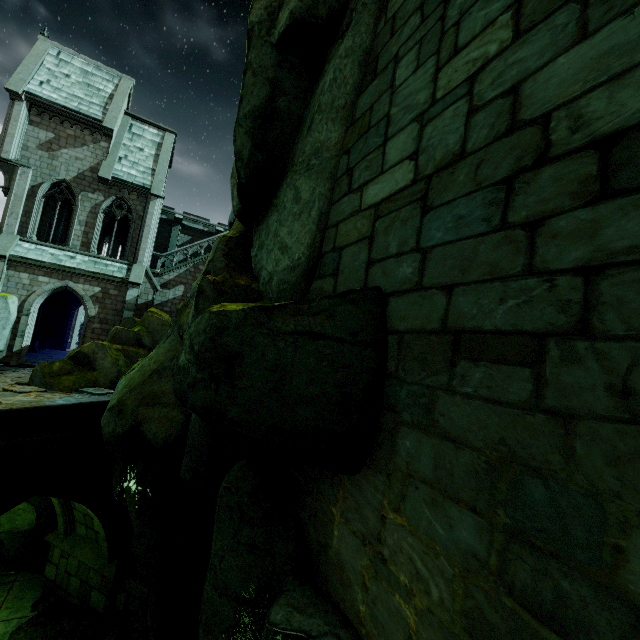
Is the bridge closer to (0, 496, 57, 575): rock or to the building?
(0, 496, 57, 575): rock

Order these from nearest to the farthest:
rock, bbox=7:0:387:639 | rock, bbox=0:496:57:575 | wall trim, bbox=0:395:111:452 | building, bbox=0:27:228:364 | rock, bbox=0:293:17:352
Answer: rock, bbox=7:0:387:639 → wall trim, bbox=0:395:111:452 → rock, bbox=0:496:57:575 → rock, bbox=0:293:17:352 → building, bbox=0:27:228:364

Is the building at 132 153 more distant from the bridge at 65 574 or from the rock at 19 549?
the bridge at 65 574

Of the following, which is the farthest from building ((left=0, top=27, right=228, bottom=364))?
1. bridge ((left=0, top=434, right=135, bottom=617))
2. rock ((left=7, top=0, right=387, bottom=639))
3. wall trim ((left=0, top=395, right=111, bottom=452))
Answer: wall trim ((left=0, top=395, right=111, bottom=452))

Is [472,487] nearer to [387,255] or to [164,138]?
[387,255]

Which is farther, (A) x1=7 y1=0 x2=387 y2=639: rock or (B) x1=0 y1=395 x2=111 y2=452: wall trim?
(B) x1=0 y1=395 x2=111 y2=452: wall trim
